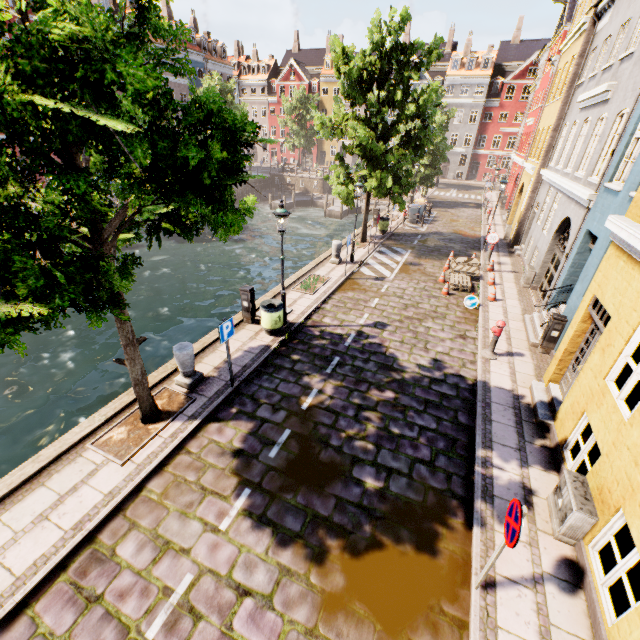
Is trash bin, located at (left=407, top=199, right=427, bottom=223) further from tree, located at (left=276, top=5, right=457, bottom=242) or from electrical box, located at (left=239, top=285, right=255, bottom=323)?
electrical box, located at (left=239, top=285, right=255, bottom=323)

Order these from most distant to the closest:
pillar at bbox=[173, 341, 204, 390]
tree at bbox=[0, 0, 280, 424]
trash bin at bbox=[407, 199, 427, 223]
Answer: trash bin at bbox=[407, 199, 427, 223] → pillar at bbox=[173, 341, 204, 390] → tree at bbox=[0, 0, 280, 424]

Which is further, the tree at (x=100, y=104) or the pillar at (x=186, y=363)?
the pillar at (x=186, y=363)

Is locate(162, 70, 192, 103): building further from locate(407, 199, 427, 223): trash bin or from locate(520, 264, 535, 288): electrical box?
locate(520, 264, 535, 288): electrical box

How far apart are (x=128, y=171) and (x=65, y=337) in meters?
13.4 m

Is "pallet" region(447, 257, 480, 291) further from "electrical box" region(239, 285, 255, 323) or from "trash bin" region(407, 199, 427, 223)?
"electrical box" region(239, 285, 255, 323)

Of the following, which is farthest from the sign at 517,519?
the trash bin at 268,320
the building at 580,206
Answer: the building at 580,206

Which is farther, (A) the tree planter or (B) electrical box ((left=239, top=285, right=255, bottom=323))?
(B) electrical box ((left=239, top=285, right=255, bottom=323))
